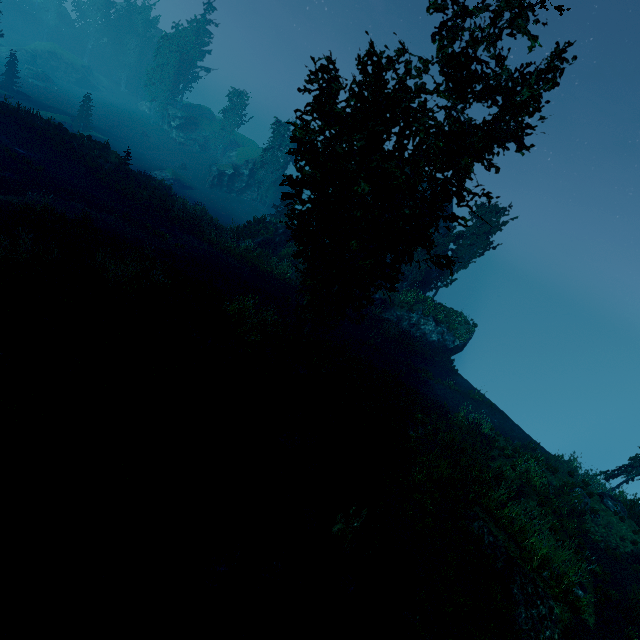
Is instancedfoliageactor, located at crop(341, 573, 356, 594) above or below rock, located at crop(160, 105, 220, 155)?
below

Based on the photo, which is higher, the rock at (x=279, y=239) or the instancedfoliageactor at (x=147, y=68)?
the instancedfoliageactor at (x=147, y=68)

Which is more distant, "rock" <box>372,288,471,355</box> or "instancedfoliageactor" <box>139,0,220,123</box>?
"instancedfoliageactor" <box>139,0,220,123</box>

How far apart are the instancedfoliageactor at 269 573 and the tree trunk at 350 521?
1.52m

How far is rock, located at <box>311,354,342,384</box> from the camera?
13.9 meters

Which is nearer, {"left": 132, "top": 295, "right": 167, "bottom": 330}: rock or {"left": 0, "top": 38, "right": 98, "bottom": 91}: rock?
{"left": 132, "top": 295, "right": 167, "bottom": 330}: rock

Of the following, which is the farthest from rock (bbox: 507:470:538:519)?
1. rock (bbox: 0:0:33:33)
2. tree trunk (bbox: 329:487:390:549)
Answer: rock (bbox: 0:0:33:33)

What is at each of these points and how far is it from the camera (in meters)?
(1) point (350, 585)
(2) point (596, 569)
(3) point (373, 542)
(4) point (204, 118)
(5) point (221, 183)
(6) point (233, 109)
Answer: (1) instancedfoliageactor, 7.40
(2) instancedfoliageactor, 10.56
(3) instancedfoliageactor, 8.00
(4) rock, 57.03
(5) rock, 46.75
(6) instancedfoliageactor, 54.44
